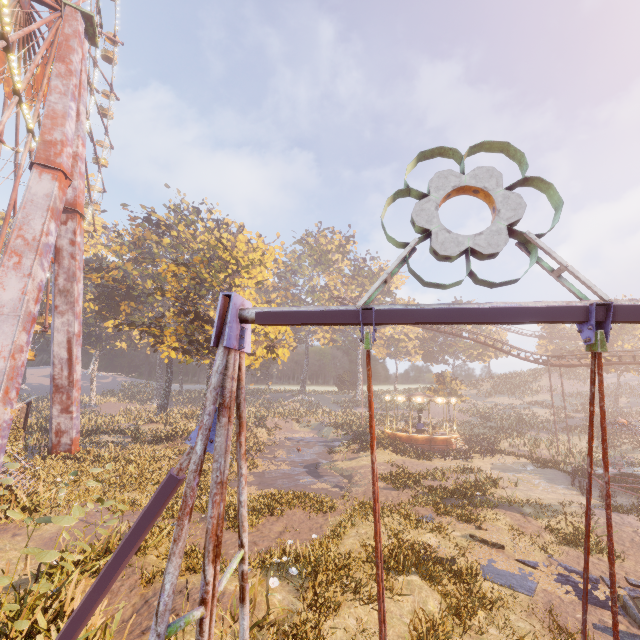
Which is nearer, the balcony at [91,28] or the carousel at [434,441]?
the balcony at [91,28]

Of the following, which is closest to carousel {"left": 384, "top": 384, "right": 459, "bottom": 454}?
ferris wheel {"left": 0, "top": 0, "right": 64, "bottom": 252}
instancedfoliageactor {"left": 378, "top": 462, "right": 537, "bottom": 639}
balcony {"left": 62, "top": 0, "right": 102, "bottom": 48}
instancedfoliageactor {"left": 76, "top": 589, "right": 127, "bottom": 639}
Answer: instancedfoliageactor {"left": 378, "top": 462, "right": 537, "bottom": 639}

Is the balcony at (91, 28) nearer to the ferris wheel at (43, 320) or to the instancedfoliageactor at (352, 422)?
the ferris wheel at (43, 320)

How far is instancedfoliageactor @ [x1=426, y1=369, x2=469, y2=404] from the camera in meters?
47.3

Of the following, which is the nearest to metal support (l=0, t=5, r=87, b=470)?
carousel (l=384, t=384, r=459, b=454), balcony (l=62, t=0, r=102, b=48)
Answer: balcony (l=62, t=0, r=102, b=48)

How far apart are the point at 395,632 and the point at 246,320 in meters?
9.3 m

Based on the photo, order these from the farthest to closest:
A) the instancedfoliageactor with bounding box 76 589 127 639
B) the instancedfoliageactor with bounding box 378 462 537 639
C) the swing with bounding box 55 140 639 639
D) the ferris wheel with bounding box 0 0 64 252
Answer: the ferris wheel with bounding box 0 0 64 252
the instancedfoliageactor with bounding box 378 462 537 639
the instancedfoliageactor with bounding box 76 589 127 639
the swing with bounding box 55 140 639 639

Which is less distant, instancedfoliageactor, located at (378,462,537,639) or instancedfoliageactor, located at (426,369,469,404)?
instancedfoliageactor, located at (378,462,537,639)
